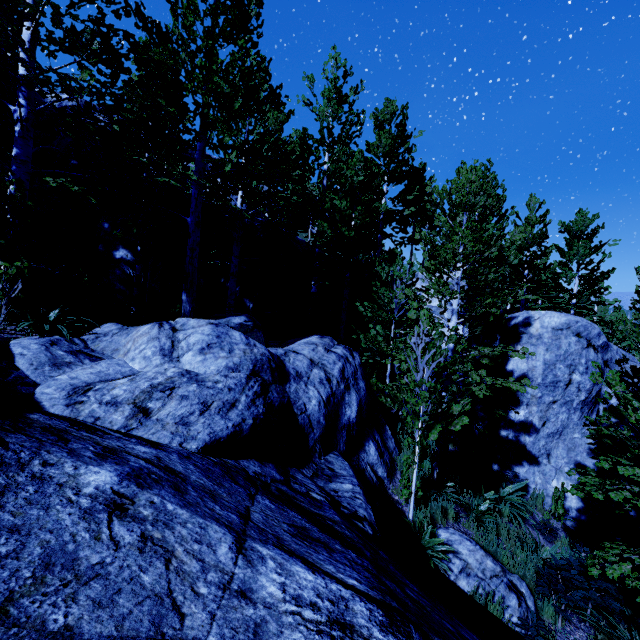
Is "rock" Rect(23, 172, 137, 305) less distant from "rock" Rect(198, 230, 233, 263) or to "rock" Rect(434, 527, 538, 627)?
"rock" Rect(198, 230, 233, 263)

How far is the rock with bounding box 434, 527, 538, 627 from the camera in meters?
5.4 m

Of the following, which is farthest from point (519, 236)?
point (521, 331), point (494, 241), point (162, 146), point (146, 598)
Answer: point (146, 598)

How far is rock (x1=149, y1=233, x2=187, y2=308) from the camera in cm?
1116

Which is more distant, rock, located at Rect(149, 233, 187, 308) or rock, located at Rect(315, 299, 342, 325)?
rock, located at Rect(315, 299, 342, 325)

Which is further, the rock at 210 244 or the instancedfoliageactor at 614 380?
the rock at 210 244

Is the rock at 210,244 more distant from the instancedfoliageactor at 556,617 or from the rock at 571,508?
the rock at 571,508

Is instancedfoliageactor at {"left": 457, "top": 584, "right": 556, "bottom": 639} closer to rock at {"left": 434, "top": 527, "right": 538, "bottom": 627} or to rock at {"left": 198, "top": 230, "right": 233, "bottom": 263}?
rock at {"left": 434, "top": 527, "right": 538, "bottom": 627}
